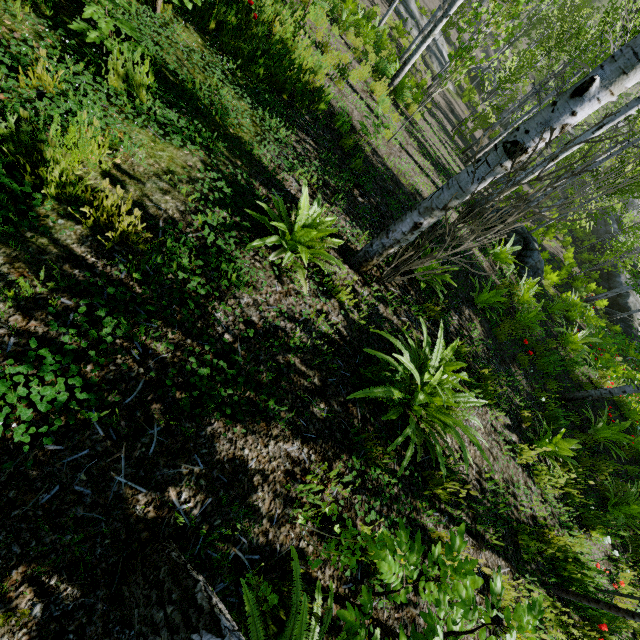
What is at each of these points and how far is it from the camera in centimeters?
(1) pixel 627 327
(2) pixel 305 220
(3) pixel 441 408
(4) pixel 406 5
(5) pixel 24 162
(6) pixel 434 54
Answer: (1) rock, 1970cm
(2) instancedfoliageactor, 319cm
(3) instancedfoliageactor, 328cm
(4) rock, 2306cm
(5) instancedfoliageactor, 215cm
(6) rock, 2391cm

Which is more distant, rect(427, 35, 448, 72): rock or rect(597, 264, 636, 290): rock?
rect(427, 35, 448, 72): rock

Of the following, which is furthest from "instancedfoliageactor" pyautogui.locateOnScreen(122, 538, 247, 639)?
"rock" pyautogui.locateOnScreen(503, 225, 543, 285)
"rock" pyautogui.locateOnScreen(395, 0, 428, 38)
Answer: "rock" pyautogui.locateOnScreen(395, 0, 428, 38)

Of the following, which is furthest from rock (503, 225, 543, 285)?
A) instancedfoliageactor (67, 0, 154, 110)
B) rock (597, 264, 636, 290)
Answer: rock (597, 264, 636, 290)

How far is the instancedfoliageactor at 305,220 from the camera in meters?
2.9

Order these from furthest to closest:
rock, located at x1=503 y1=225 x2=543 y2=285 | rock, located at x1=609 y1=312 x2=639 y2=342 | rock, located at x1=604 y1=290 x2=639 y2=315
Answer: rock, located at x1=604 y1=290 x2=639 y2=315 < rock, located at x1=609 y1=312 x2=639 y2=342 < rock, located at x1=503 y1=225 x2=543 y2=285

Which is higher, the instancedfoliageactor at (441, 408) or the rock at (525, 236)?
the instancedfoliageactor at (441, 408)
